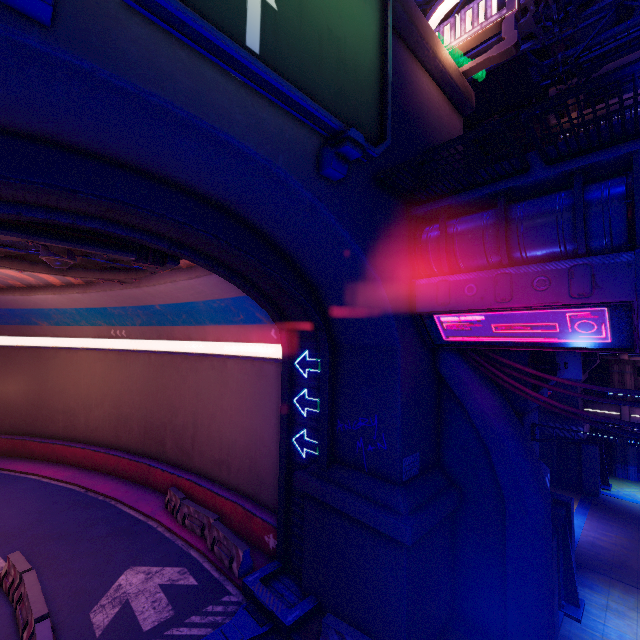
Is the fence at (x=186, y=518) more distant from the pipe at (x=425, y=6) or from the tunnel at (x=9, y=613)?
the pipe at (x=425, y=6)

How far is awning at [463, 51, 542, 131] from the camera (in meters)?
16.80

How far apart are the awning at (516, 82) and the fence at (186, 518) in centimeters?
2462cm

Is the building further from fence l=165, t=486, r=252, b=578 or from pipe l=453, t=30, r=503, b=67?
fence l=165, t=486, r=252, b=578

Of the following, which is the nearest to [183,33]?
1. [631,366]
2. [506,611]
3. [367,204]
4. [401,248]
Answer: [367,204]

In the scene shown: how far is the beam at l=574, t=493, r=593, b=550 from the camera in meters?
14.4 m

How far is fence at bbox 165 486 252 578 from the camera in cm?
1165

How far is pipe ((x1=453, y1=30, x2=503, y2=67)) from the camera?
13.8 meters
